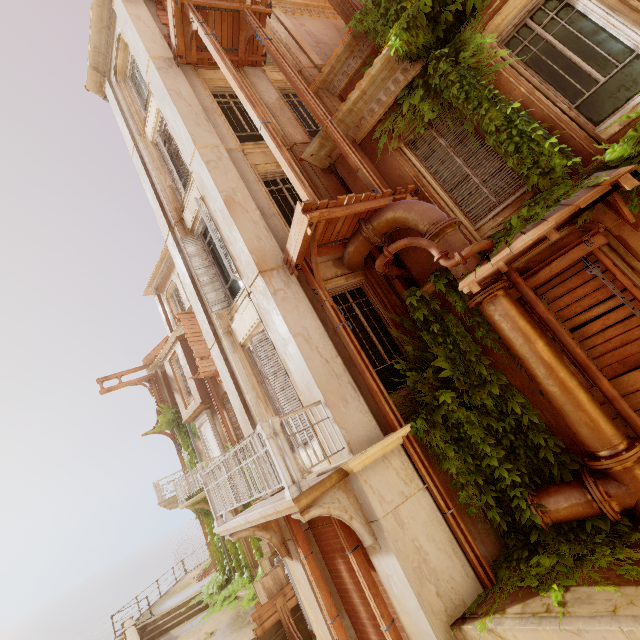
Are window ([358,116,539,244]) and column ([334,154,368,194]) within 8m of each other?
yes

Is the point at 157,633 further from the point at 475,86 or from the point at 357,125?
the point at 475,86

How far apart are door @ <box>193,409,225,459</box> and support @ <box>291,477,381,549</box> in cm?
1249

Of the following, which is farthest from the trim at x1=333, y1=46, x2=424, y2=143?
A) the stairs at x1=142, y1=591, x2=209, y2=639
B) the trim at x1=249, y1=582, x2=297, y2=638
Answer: the stairs at x1=142, y1=591, x2=209, y2=639

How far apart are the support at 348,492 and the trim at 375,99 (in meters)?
6.96

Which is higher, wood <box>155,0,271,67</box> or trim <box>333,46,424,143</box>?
wood <box>155,0,271,67</box>

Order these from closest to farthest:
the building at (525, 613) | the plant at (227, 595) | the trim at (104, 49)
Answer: the building at (525, 613) < the trim at (104, 49) < the plant at (227, 595)

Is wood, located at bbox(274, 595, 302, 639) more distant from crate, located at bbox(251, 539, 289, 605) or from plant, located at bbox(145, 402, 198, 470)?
plant, located at bbox(145, 402, 198, 470)
